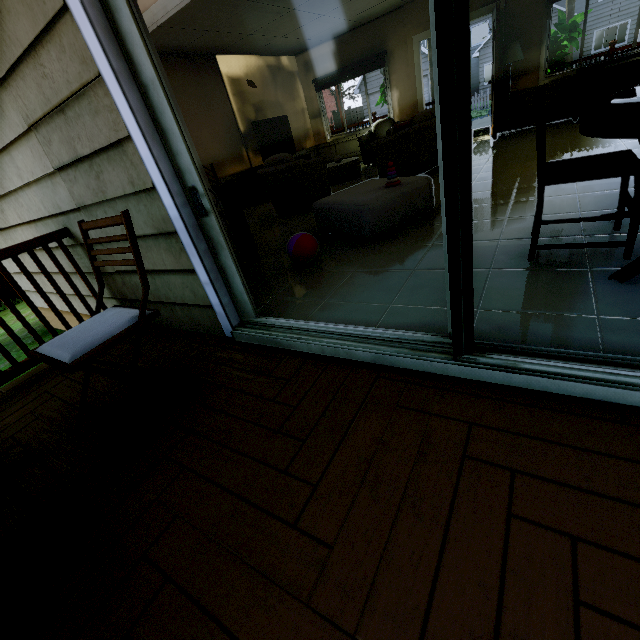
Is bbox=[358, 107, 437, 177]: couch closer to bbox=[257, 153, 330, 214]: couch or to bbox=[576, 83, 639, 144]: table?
bbox=[257, 153, 330, 214]: couch

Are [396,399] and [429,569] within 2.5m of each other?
yes

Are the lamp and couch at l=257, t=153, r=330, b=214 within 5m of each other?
yes

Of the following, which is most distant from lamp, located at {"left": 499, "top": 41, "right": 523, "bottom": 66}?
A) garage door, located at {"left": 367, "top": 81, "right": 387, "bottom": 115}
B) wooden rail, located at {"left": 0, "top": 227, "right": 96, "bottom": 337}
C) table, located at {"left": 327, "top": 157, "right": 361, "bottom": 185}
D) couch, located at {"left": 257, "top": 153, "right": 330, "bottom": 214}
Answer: garage door, located at {"left": 367, "top": 81, "right": 387, "bottom": 115}

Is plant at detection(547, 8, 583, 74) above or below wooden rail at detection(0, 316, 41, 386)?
above

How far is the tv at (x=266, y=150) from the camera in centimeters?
692cm

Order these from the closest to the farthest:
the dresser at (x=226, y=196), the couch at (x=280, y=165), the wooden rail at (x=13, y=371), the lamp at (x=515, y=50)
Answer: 1. the wooden rail at (x=13, y=371)
2. the dresser at (x=226, y=196)
3. the couch at (x=280, y=165)
4. the lamp at (x=515, y=50)

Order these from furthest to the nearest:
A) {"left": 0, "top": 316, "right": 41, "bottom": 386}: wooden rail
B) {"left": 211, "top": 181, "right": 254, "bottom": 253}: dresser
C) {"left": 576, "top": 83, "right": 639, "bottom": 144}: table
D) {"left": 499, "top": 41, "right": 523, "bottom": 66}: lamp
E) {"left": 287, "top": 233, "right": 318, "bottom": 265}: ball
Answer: {"left": 499, "top": 41, "right": 523, "bottom": 66}: lamp, {"left": 211, "top": 181, "right": 254, "bottom": 253}: dresser, {"left": 287, "top": 233, "right": 318, "bottom": 265}: ball, {"left": 0, "top": 316, "right": 41, "bottom": 386}: wooden rail, {"left": 576, "top": 83, "right": 639, "bottom": 144}: table
